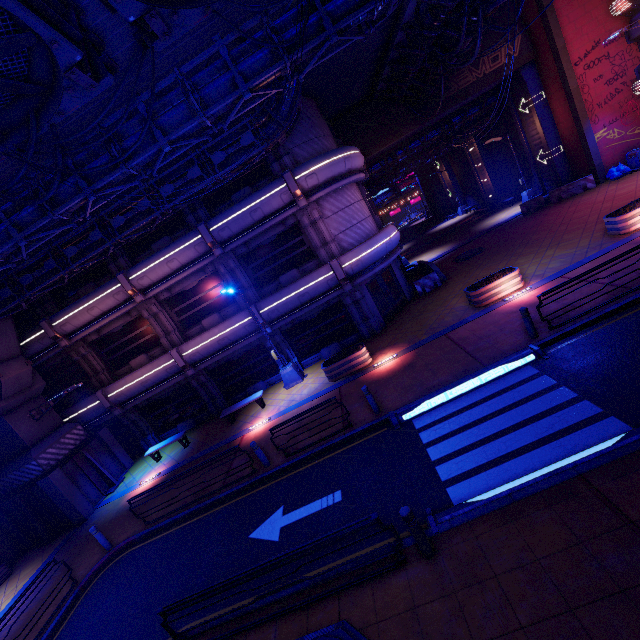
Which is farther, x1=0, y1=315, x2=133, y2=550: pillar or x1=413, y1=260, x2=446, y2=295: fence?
x1=413, y1=260, x2=446, y2=295: fence

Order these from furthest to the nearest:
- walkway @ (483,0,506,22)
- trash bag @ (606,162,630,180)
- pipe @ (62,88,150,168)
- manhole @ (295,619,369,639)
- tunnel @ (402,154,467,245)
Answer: tunnel @ (402,154,467,245)
trash bag @ (606,162,630,180)
walkway @ (483,0,506,22)
pipe @ (62,88,150,168)
manhole @ (295,619,369,639)

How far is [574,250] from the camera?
14.30m

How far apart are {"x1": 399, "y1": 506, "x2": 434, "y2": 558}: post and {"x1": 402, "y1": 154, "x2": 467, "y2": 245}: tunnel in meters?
42.8

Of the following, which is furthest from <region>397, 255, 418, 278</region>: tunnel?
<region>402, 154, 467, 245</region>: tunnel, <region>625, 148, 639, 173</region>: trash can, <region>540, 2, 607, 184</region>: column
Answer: <region>402, 154, 467, 245</region>: tunnel

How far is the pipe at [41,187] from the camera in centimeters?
872cm

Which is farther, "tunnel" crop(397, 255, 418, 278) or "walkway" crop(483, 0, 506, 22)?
"tunnel" crop(397, 255, 418, 278)

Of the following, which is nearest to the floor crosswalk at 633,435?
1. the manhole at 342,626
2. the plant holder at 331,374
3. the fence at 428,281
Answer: the manhole at 342,626
